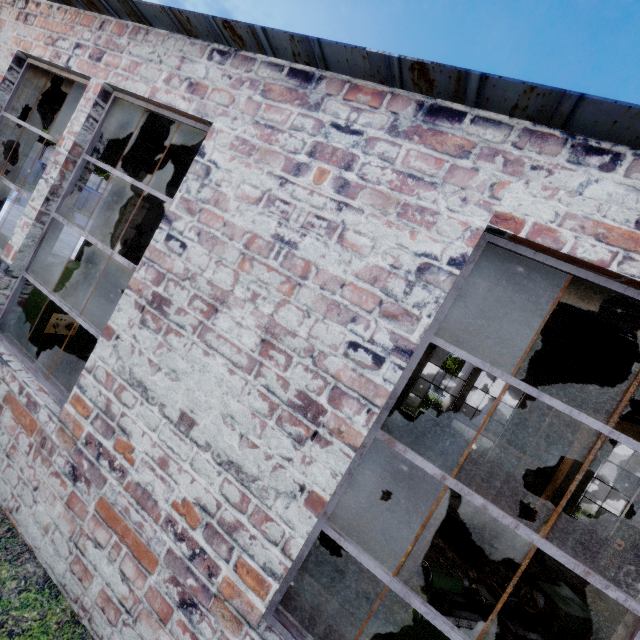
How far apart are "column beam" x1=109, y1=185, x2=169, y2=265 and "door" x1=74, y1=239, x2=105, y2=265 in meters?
5.9 m

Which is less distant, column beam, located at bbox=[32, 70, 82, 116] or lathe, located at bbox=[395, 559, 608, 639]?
lathe, located at bbox=[395, 559, 608, 639]

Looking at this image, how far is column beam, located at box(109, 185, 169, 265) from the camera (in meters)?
7.30

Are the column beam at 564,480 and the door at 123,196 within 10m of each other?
no

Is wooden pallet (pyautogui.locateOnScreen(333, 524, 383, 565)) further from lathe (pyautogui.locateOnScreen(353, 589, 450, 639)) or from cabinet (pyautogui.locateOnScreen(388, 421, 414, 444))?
A: cabinet (pyautogui.locateOnScreen(388, 421, 414, 444))

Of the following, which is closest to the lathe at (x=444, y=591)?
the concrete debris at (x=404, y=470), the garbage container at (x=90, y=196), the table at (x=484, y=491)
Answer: the concrete debris at (x=404, y=470)

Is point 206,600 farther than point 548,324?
No
